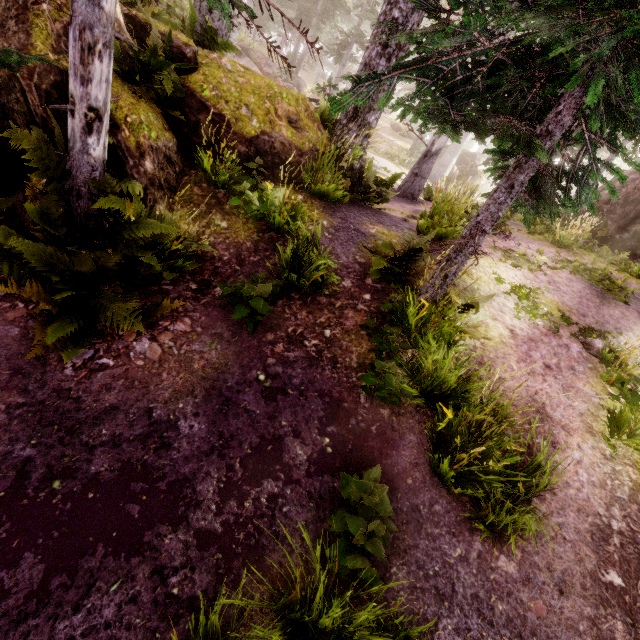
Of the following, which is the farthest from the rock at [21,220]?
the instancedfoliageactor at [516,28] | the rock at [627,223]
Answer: the rock at [627,223]

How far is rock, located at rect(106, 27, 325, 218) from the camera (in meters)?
4.98

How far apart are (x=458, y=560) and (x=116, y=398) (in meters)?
4.05

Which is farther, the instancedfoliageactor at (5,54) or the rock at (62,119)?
the rock at (62,119)

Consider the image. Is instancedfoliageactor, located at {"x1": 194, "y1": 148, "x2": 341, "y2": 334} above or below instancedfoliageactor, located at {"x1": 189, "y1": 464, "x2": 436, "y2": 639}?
above

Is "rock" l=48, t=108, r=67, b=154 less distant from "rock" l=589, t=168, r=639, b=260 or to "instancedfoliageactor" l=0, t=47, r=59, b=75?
"instancedfoliageactor" l=0, t=47, r=59, b=75

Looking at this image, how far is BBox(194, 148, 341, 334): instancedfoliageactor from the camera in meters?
4.5 m
